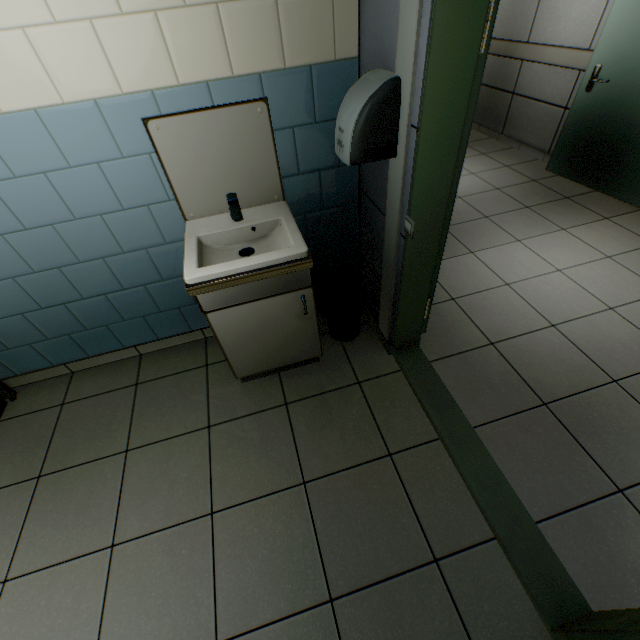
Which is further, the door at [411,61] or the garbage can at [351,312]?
the garbage can at [351,312]

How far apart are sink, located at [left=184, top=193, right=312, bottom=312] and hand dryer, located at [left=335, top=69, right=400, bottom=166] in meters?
0.4

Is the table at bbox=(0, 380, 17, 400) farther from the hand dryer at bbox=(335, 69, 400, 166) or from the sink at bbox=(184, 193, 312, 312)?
the hand dryer at bbox=(335, 69, 400, 166)

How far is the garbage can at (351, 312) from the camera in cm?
218

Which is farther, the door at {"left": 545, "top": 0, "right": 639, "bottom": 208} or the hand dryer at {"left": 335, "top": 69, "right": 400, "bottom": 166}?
the door at {"left": 545, "top": 0, "right": 639, "bottom": 208}

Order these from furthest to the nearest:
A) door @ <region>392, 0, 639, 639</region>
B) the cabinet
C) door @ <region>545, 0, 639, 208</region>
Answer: door @ <region>545, 0, 639, 208</region> < the cabinet < door @ <region>392, 0, 639, 639</region>

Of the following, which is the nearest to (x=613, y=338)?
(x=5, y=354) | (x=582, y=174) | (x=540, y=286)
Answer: (x=540, y=286)

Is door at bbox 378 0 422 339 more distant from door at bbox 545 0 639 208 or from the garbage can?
door at bbox 545 0 639 208
